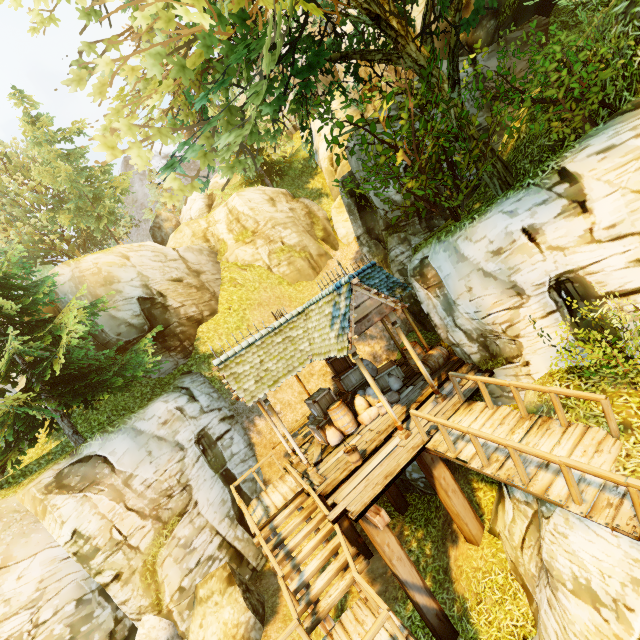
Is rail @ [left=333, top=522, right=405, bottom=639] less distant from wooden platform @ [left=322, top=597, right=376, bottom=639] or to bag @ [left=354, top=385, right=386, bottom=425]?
wooden platform @ [left=322, top=597, right=376, bottom=639]

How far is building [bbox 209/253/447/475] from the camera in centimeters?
838cm

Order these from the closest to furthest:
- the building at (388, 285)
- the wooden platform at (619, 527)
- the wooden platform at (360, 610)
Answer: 1. the wooden platform at (619, 527)
2. the wooden platform at (360, 610)
3. the building at (388, 285)

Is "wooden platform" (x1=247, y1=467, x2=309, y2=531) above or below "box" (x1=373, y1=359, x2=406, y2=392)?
below

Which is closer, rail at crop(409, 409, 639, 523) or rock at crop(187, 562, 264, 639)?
rail at crop(409, 409, 639, 523)

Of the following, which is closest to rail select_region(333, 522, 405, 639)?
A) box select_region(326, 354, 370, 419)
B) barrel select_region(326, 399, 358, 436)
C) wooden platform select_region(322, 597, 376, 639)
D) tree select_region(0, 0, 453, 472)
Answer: wooden platform select_region(322, 597, 376, 639)

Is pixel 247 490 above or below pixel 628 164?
below

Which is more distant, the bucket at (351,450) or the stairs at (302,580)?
the bucket at (351,450)
